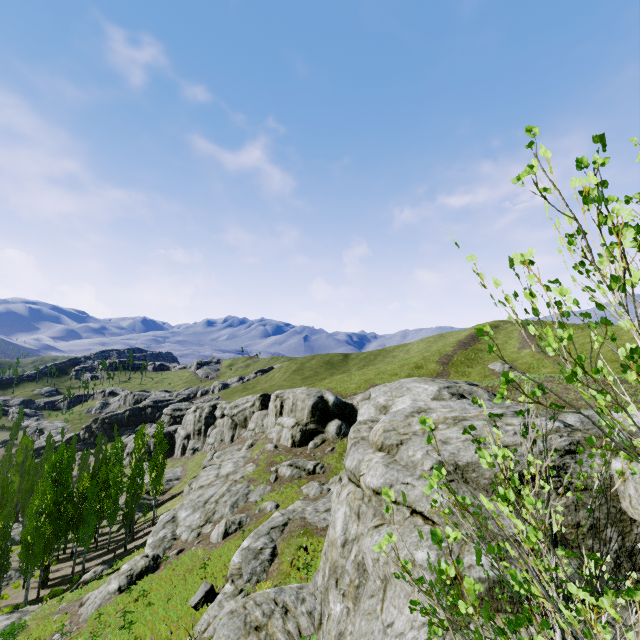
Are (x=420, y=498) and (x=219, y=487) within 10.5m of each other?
no

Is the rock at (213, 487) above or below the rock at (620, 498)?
below

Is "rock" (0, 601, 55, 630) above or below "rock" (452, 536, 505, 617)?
below

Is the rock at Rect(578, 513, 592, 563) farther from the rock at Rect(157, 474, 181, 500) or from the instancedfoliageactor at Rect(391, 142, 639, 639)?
the rock at Rect(157, 474, 181, 500)

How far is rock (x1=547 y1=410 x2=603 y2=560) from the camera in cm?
616

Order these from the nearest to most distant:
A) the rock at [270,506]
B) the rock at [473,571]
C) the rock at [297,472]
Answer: the rock at [473,571]
the rock at [270,506]
the rock at [297,472]

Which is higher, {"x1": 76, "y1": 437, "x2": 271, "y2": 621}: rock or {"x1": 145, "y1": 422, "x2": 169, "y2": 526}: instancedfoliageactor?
{"x1": 145, "y1": 422, "x2": 169, "y2": 526}: instancedfoliageactor

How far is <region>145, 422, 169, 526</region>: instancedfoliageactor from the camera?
40.6 meters
